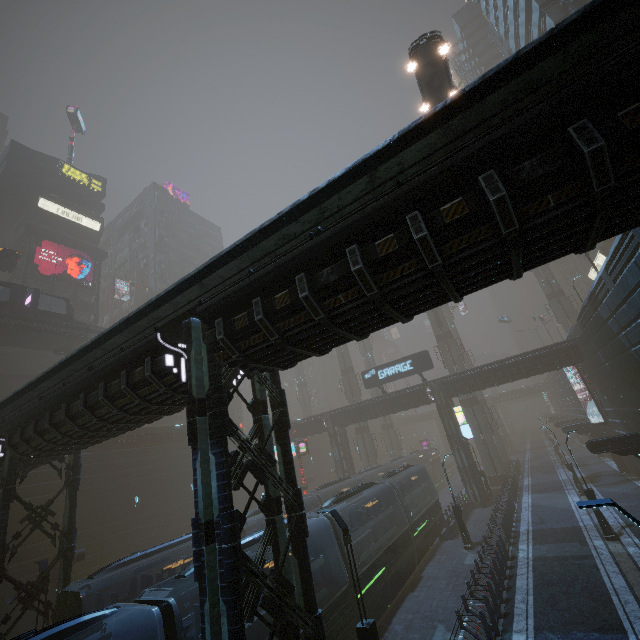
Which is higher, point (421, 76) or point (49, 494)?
point (421, 76)

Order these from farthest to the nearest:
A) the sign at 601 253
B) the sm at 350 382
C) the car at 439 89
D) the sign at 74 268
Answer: the sm at 350 382 → the sign at 601 253 → the sign at 74 268 → the car at 439 89

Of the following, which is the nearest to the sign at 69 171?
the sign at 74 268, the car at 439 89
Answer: the sign at 74 268

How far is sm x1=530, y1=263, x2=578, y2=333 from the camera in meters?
45.6 m

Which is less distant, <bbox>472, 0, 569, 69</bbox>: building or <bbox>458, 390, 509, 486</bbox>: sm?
<bbox>472, 0, 569, 69</bbox>: building

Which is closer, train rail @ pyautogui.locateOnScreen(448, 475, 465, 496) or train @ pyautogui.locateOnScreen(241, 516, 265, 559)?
train @ pyautogui.locateOnScreen(241, 516, 265, 559)

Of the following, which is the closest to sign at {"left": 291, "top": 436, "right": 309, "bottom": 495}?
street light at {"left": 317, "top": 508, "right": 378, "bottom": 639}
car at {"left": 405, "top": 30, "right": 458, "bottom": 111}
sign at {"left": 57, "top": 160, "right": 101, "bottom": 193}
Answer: street light at {"left": 317, "top": 508, "right": 378, "bottom": 639}

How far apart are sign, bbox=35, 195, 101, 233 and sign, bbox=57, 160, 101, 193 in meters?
5.6 m
